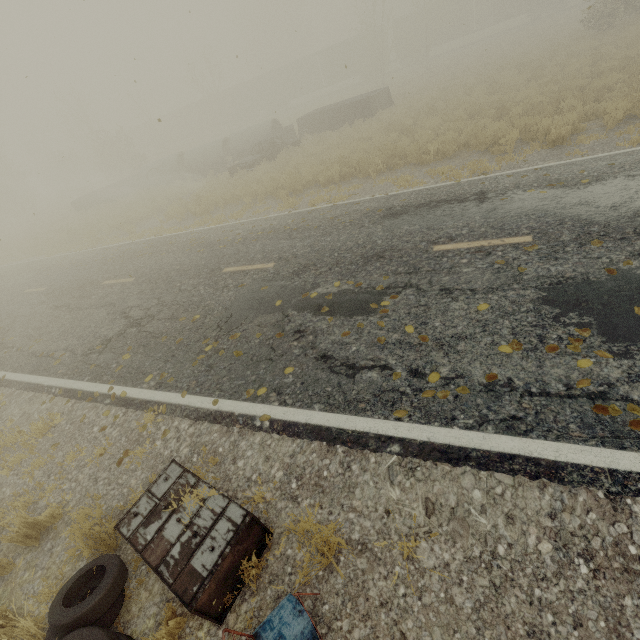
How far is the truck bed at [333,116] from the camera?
19.81m

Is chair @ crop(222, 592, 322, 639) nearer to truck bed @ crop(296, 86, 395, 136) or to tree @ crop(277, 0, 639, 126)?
tree @ crop(277, 0, 639, 126)

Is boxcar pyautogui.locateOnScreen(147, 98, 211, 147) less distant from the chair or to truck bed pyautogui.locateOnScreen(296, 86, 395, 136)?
truck bed pyautogui.locateOnScreen(296, 86, 395, 136)

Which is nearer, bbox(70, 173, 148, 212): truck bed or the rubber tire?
the rubber tire

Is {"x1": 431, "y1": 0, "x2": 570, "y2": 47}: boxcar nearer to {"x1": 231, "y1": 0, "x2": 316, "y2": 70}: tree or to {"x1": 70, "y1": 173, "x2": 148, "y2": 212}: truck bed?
{"x1": 231, "y1": 0, "x2": 316, "y2": 70}: tree

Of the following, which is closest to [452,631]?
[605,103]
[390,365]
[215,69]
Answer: [390,365]

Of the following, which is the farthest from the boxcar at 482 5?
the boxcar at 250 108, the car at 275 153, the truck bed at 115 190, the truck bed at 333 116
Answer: the truck bed at 115 190

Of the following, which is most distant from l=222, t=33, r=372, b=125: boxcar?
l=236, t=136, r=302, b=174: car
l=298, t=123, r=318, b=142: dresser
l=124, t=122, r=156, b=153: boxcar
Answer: l=236, t=136, r=302, b=174: car
